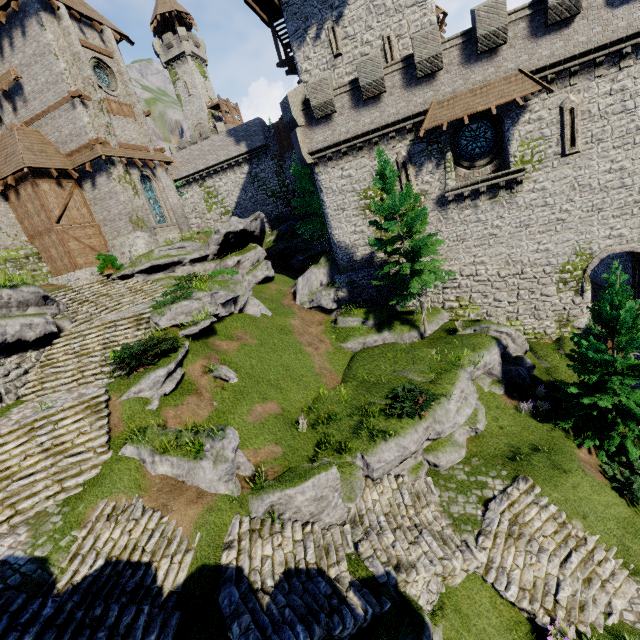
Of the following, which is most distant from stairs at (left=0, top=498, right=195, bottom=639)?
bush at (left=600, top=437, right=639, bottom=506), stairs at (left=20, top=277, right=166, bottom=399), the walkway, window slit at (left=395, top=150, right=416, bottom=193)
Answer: the walkway

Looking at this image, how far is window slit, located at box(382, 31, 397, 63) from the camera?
21.7m

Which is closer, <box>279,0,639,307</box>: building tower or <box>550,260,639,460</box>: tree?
<box>550,260,639,460</box>: tree

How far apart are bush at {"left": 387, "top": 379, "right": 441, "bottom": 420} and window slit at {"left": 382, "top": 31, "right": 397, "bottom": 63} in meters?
21.7 m

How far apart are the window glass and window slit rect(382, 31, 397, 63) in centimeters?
776cm

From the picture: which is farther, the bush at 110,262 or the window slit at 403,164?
the bush at 110,262

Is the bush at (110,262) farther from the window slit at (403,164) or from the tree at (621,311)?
the tree at (621,311)

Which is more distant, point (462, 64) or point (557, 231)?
point (557, 231)
